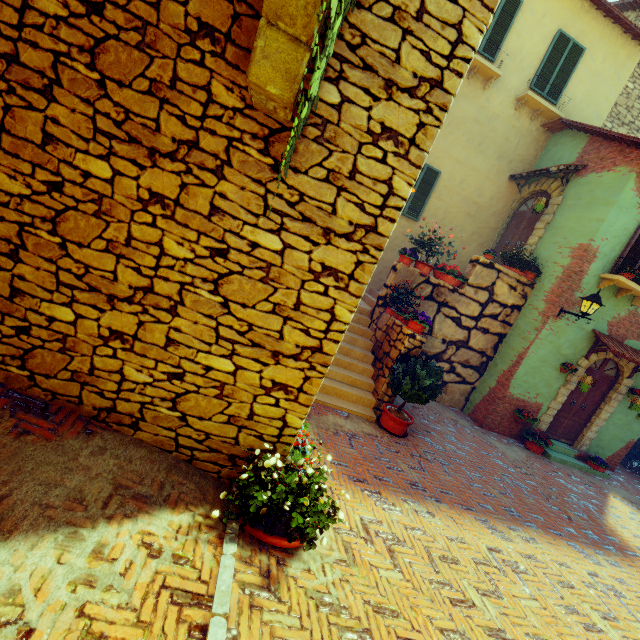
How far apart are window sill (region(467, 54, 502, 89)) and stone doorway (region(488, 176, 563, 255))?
3.19m

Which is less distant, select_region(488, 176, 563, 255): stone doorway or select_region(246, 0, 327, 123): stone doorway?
select_region(246, 0, 327, 123): stone doorway

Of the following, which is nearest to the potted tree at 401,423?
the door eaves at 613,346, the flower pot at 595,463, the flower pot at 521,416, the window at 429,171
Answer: the flower pot at 521,416

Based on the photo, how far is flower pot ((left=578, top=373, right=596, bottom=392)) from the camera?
8.3m

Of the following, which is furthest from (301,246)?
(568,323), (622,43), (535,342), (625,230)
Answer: (622,43)

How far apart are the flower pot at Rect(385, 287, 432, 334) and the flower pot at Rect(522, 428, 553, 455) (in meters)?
5.09

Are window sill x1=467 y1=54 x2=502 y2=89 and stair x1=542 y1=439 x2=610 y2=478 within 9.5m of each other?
no

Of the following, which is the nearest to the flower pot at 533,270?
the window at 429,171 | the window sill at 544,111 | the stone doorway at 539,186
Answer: the stone doorway at 539,186
